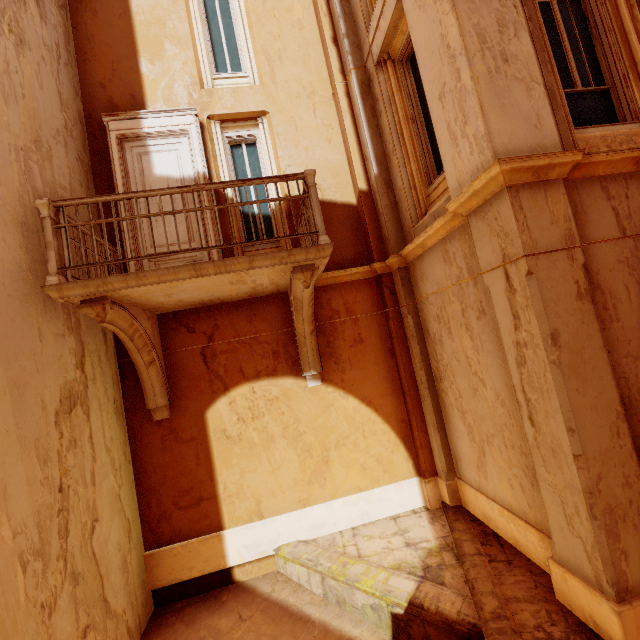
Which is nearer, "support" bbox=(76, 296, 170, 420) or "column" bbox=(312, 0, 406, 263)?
"support" bbox=(76, 296, 170, 420)

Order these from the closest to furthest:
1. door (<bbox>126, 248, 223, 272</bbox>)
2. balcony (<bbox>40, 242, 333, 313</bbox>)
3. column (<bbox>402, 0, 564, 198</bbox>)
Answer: column (<bbox>402, 0, 564, 198</bbox>) → balcony (<bbox>40, 242, 333, 313</bbox>) → door (<bbox>126, 248, 223, 272</bbox>)

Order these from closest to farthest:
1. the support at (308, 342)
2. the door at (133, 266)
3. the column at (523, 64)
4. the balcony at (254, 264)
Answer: the column at (523, 64)
the balcony at (254, 264)
the support at (308, 342)
the door at (133, 266)

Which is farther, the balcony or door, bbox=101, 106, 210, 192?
door, bbox=101, 106, 210, 192

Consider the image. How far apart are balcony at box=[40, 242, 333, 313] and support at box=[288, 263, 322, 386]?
0.15m

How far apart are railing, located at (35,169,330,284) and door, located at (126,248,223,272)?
1.55m

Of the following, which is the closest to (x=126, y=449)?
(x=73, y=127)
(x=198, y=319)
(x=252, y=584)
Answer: (x=198, y=319)

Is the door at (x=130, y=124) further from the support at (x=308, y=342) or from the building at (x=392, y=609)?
the building at (x=392, y=609)
